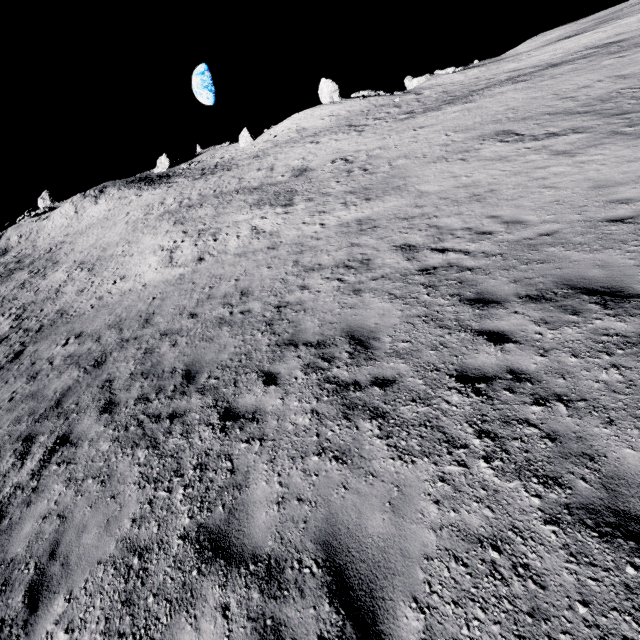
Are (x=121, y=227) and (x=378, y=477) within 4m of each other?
no

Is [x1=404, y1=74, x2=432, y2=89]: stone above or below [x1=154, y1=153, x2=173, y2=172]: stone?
below

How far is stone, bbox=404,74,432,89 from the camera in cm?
4700

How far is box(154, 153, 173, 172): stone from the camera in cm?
5422

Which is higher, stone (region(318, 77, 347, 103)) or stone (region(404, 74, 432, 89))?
stone (region(318, 77, 347, 103))

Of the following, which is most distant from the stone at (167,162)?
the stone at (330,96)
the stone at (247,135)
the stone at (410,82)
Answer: the stone at (410,82)

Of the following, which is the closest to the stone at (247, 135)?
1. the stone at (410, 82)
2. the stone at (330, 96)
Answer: the stone at (330, 96)

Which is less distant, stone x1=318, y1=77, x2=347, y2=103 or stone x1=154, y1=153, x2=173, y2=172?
stone x1=318, y1=77, x2=347, y2=103
